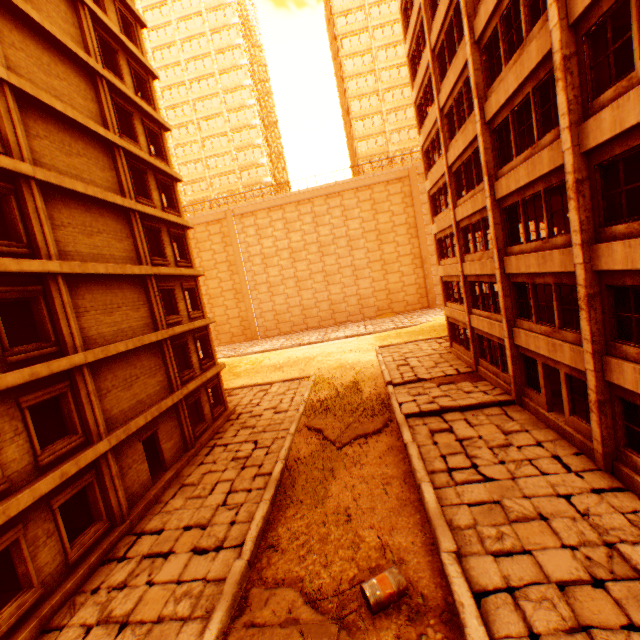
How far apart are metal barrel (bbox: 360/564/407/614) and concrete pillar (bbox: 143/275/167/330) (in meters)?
13.22

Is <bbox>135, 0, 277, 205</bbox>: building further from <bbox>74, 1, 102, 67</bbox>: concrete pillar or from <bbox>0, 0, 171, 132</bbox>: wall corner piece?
<bbox>74, 1, 102, 67</bbox>: concrete pillar

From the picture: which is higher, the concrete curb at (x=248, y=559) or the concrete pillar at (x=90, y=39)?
the concrete pillar at (x=90, y=39)

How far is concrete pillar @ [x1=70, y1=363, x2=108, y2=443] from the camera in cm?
1072

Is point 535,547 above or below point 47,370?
below

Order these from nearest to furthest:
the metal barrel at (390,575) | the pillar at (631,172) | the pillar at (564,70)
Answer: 1. the metal barrel at (390,575)
2. the pillar at (564,70)
3. the pillar at (631,172)

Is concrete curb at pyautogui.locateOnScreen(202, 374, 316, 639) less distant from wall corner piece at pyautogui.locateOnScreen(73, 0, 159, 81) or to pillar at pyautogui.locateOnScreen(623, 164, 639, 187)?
wall corner piece at pyautogui.locateOnScreen(73, 0, 159, 81)

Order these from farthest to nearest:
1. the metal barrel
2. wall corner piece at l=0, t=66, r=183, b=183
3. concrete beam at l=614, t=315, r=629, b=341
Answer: wall corner piece at l=0, t=66, r=183, b=183 < concrete beam at l=614, t=315, r=629, b=341 < the metal barrel
